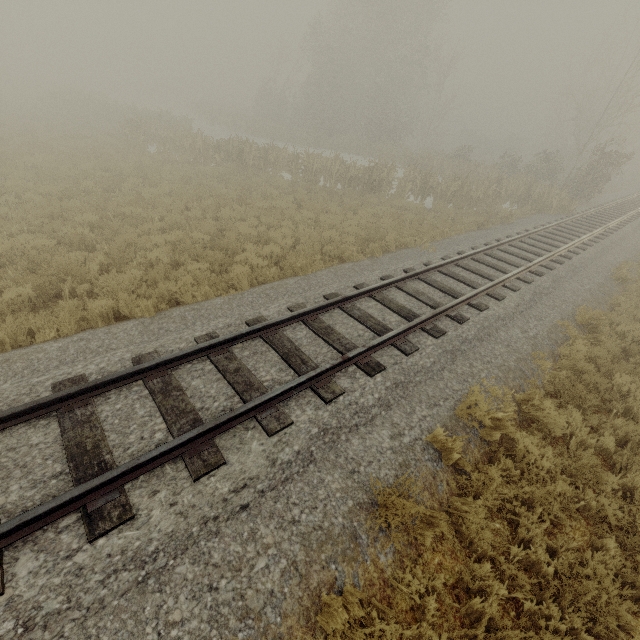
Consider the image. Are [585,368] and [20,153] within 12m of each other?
no
